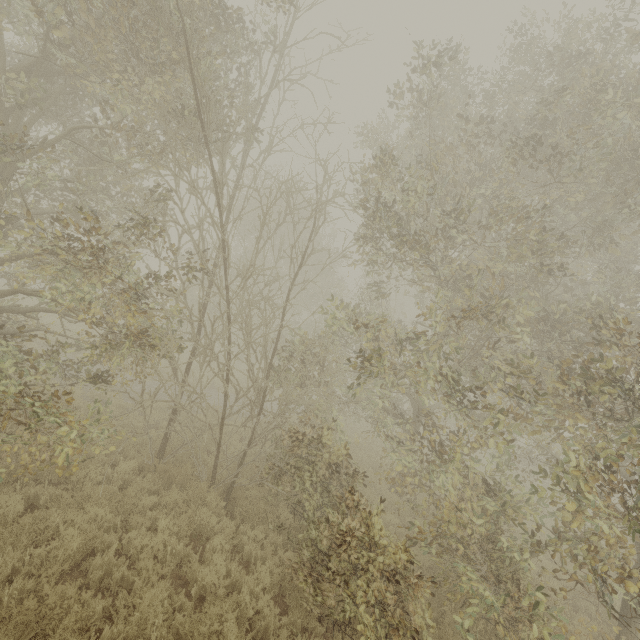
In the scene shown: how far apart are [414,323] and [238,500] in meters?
9.3
